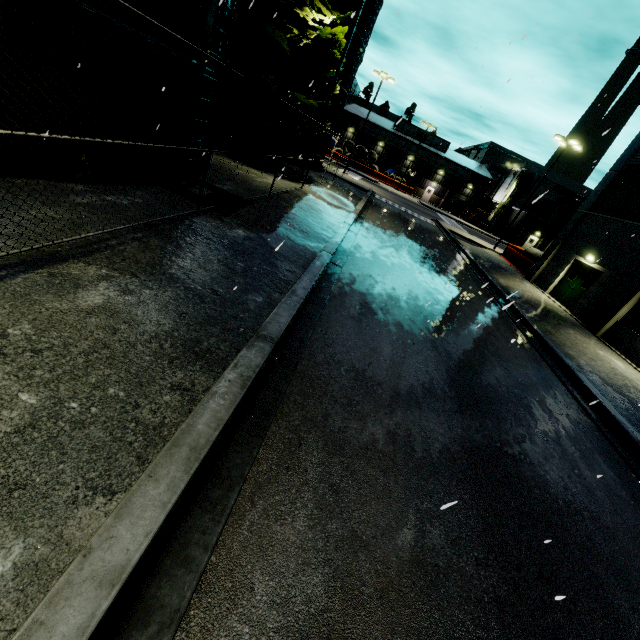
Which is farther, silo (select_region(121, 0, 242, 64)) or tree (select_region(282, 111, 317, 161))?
tree (select_region(282, 111, 317, 161))

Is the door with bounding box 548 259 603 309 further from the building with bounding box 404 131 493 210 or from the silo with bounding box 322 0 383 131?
the silo with bounding box 322 0 383 131

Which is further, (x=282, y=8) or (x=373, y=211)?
(x=373, y=211)

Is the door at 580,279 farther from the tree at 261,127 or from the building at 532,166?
the tree at 261,127

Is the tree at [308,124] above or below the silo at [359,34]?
below

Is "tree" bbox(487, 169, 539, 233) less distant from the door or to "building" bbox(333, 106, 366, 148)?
"building" bbox(333, 106, 366, 148)

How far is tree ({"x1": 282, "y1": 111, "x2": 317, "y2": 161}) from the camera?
17.0 meters
